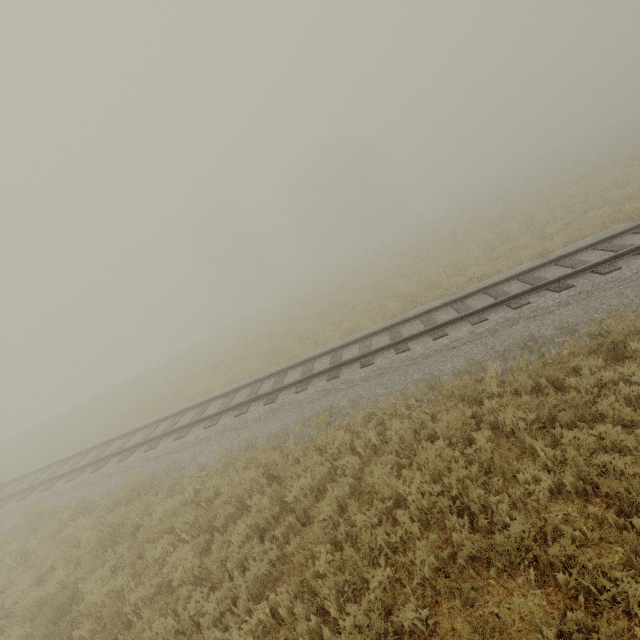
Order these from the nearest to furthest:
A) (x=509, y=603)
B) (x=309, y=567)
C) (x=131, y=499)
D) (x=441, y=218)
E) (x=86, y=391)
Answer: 1. (x=509, y=603)
2. (x=309, y=567)
3. (x=131, y=499)
4. (x=441, y=218)
5. (x=86, y=391)
